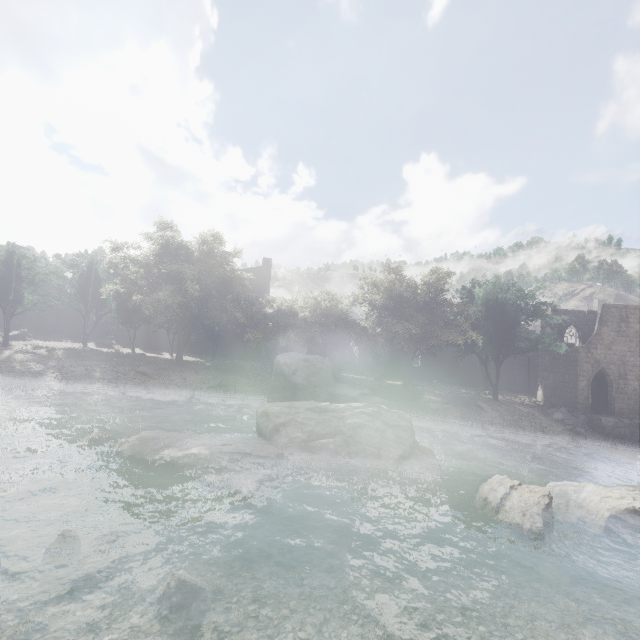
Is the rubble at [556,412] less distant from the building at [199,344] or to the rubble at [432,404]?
the building at [199,344]

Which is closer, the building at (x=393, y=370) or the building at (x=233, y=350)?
the building at (x=233, y=350)

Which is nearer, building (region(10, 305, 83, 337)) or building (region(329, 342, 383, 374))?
building (region(10, 305, 83, 337))

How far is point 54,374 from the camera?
21.2 meters

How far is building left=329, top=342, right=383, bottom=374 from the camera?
43.0m

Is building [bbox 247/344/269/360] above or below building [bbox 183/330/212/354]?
below

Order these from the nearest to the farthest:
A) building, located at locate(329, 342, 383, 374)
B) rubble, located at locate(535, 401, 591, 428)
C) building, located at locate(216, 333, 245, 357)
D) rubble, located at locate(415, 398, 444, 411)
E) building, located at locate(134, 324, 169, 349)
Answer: rubble, located at locate(415, 398, 444, 411), rubble, located at locate(535, 401, 591, 428), building, located at locate(134, 324, 169, 349), building, located at locate(216, 333, 245, 357), building, located at locate(329, 342, 383, 374)

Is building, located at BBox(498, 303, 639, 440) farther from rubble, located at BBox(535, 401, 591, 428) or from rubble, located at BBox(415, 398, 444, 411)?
rubble, located at BBox(415, 398, 444, 411)
